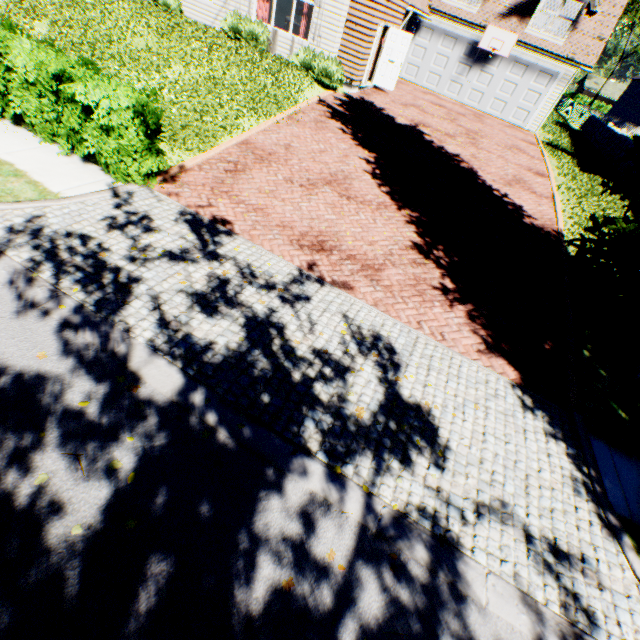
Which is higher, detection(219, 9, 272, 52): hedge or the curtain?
the curtain

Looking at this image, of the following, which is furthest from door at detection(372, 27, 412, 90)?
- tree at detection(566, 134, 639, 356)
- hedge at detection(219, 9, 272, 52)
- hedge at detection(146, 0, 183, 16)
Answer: tree at detection(566, 134, 639, 356)

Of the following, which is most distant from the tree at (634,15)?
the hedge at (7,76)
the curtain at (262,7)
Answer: the hedge at (7,76)

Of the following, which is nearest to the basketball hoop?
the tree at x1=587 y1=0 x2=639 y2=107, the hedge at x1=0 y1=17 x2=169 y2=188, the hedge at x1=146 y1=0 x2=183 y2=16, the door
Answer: the door

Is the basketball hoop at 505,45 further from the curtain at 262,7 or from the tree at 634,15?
the tree at 634,15

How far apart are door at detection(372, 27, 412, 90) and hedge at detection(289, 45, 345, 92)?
3.2 meters

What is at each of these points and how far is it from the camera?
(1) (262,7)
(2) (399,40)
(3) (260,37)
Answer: (1) curtain, 13.9 meters
(2) door, 14.9 meters
(3) hedge, 13.7 meters

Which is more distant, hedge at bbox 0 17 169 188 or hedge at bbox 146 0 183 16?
hedge at bbox 146 0 183 16
